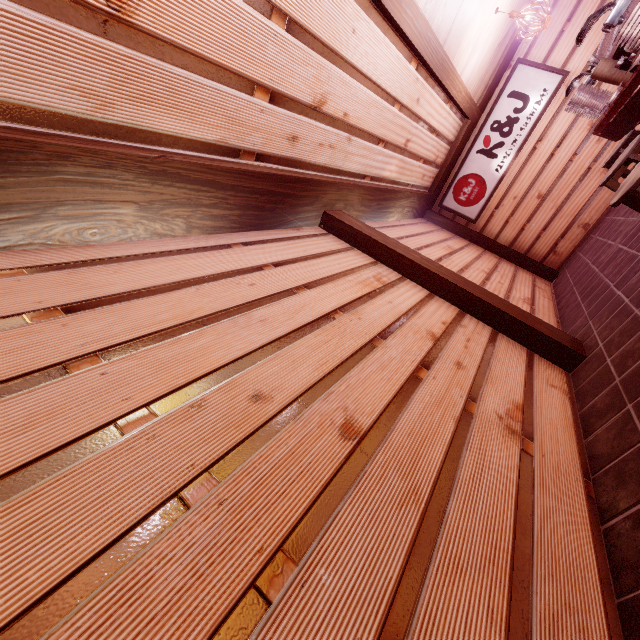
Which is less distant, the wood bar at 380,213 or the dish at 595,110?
the wood bar at 380,213

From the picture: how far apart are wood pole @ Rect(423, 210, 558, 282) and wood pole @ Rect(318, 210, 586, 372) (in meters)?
7.01

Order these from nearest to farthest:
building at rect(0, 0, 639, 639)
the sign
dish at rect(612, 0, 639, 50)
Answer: building at rect(0, 0, 639, 639)
dish at rect(612, 0, 639, 50)
the sign

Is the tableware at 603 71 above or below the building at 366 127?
below

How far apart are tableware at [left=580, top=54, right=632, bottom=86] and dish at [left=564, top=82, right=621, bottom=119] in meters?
0.2

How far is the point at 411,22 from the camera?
5.45m

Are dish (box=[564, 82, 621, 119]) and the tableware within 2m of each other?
yes

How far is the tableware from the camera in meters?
5.6
